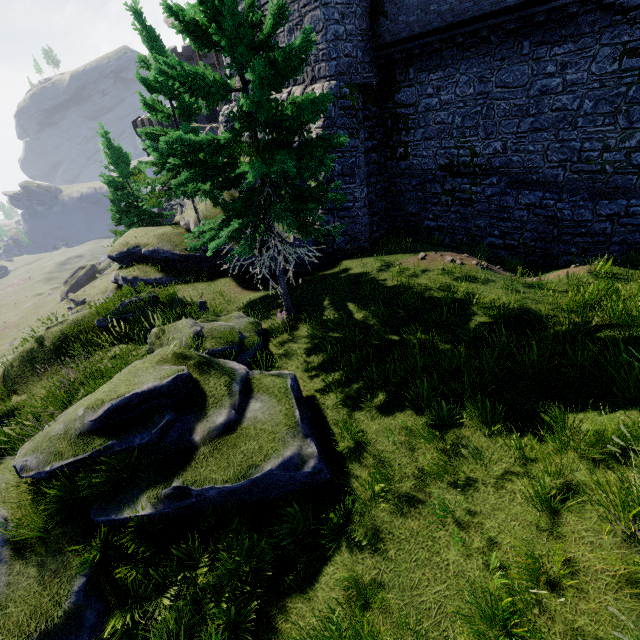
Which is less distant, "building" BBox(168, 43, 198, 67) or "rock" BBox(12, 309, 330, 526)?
"rock" BBox(12, 309, 330, 526)

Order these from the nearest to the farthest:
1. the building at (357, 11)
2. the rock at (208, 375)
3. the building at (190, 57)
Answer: the rock at (208, 375) → the building at (357, 11) → the building at (190, 57)

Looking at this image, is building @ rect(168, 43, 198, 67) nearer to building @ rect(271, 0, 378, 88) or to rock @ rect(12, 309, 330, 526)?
building @ rect(271, 0, 378, 88)

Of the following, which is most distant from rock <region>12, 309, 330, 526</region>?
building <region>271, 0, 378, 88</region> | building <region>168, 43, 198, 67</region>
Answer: building <region>168, 43, 198, 67</region>

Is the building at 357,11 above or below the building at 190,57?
below

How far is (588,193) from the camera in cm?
1351
